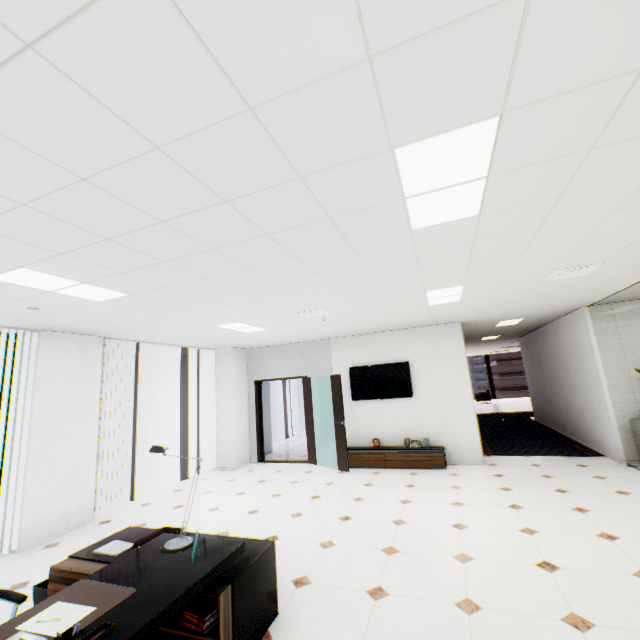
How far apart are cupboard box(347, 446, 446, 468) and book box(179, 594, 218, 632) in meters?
5.1 m

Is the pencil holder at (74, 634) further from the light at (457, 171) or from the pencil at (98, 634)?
the light at (457, 171)

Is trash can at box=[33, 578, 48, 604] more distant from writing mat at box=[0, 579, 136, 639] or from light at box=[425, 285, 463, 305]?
light at box=[425, 285, 463, 305]

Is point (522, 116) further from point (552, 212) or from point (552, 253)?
point (552, 253)

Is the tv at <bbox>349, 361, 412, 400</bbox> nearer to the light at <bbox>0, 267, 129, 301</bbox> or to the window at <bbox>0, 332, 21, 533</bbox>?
the light at <bbox>0, 267, 129, 301</bbox>

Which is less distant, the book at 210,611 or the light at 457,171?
the light at 457,171

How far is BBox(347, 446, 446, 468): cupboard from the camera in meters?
6.5 m

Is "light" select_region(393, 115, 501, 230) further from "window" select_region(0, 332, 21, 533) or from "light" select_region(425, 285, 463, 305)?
"window" select_region(0, 332, 21, 533)
